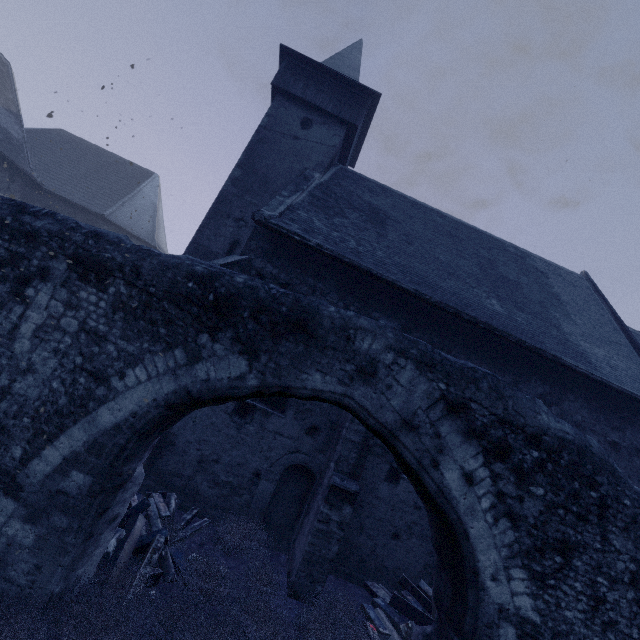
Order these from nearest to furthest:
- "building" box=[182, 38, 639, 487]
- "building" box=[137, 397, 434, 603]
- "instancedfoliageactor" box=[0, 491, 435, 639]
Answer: "instancedfoliageactor" box=[0, 491, 435, 639] < "building" box=[137, 397, 434, 603] < "building" box=[182, 38, 639, 487]

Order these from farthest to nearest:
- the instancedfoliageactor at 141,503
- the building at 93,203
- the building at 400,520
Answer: the building at 93,203, the building at 400,520, the instancedfoliageactor at 141,503

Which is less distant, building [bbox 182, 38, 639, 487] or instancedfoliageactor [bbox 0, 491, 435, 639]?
instancedfoliageactor [bbox 0, 491, 435, 639]

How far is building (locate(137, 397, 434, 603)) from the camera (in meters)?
6.48

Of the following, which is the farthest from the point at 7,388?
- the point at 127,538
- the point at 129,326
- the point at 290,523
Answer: the point at 290,523

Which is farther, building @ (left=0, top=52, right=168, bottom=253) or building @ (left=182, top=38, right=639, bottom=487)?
building @ (left=0, top=52, right=168, bottom=253)

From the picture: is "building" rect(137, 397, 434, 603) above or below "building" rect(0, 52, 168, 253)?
below

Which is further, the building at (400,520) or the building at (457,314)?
the building at (457,314)
